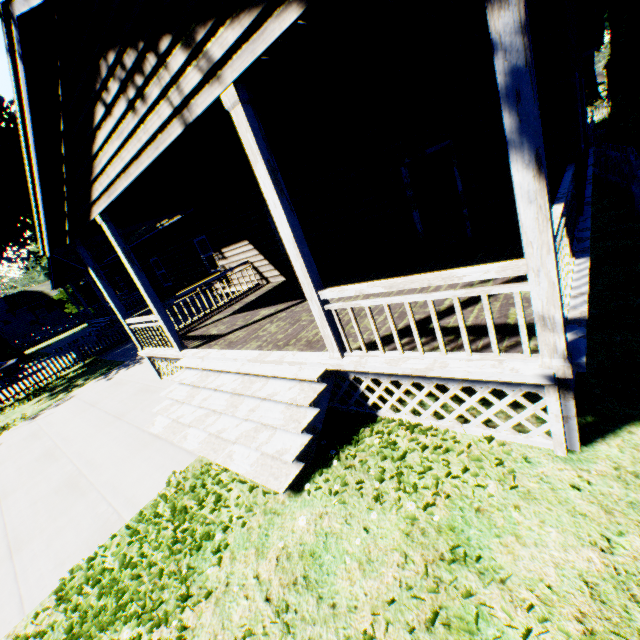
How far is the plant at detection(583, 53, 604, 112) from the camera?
23.1 meters

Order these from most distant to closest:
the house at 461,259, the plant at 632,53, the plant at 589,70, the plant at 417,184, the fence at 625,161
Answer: the plant at 589,70, the plant at 417,184, the plant at 632,53, the fence at 625,161, the house at 461,259

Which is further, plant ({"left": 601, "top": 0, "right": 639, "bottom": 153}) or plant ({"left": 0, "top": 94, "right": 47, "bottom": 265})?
plant ({"left": 0, "top": 94, "right": 47, "bottom": 265})

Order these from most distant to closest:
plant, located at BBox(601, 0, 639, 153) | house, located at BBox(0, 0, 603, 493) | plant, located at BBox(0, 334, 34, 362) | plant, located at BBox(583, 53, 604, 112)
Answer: plant, located at BBox(0, 334, 34, 362), plant, located at BBox(583, 53, 604, 112), plant, located at BBox(601, 0, 639, 153), house, located at BBox(0, 0, 603, 493)

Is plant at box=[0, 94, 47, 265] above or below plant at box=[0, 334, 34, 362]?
above

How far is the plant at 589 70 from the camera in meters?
23.1 m

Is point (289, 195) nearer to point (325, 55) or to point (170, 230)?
point (325, 55)
